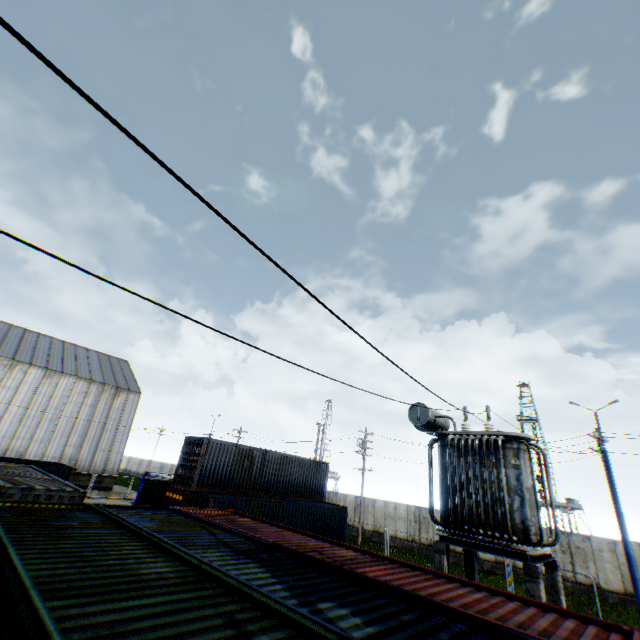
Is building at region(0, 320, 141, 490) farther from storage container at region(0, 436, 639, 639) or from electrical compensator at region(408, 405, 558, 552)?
electrical compensator at region(408, 405, 558, 552)

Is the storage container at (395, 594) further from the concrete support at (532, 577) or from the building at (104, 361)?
the building at (104, 361)

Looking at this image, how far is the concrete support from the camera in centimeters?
731cm

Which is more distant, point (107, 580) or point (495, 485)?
point (495, 485)

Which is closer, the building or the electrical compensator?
the electrical compensator

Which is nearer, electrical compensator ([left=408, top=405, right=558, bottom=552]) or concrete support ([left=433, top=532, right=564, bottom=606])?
concrete support ([left=433, top=532, right=564, bottom=606])

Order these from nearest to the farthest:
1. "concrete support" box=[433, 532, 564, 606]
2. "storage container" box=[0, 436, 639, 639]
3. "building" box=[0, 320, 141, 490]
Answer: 1. "storage container" box=[0, 436, 639, 639]
2. "concrete support" box=[433, 532, 564, 606]
3. "building" box=[0, 320, 141, 490]

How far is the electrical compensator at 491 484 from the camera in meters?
8.4 m
